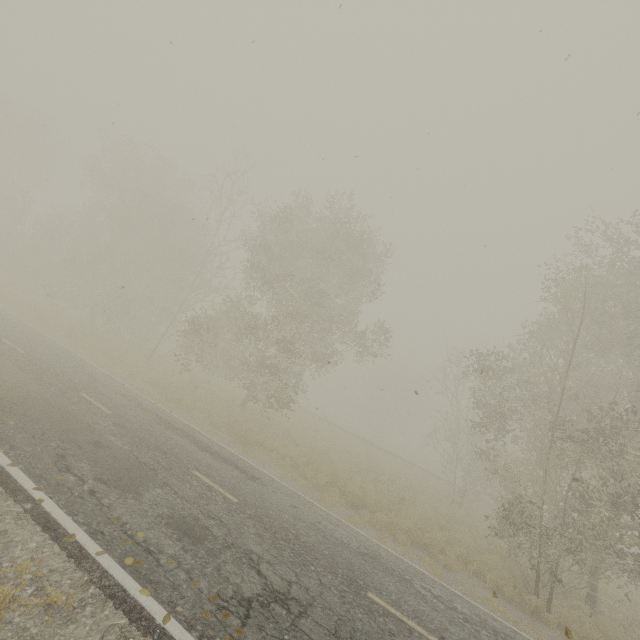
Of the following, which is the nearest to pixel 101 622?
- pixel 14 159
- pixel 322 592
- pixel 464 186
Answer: pixel 322 592

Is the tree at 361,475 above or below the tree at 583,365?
below

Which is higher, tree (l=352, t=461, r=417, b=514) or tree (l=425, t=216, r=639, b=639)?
tree (l=425, t=216, r=639, b=639)

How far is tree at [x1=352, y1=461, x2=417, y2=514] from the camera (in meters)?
14.88

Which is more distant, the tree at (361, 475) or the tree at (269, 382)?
the tree at (269, 382)

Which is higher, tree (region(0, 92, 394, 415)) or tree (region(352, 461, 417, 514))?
tree (region(0, 92, 394, 415))

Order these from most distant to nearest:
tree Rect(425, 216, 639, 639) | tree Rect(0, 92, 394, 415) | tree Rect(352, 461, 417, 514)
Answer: tree Rect(0, 92, 394, 415)
tree Rect(352, 461, 417, 514)
tree Rect(425, 216, 639, 639)

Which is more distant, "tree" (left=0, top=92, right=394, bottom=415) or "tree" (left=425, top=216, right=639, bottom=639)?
"tree" (left=0, top=92, right=394, bottom=415)
